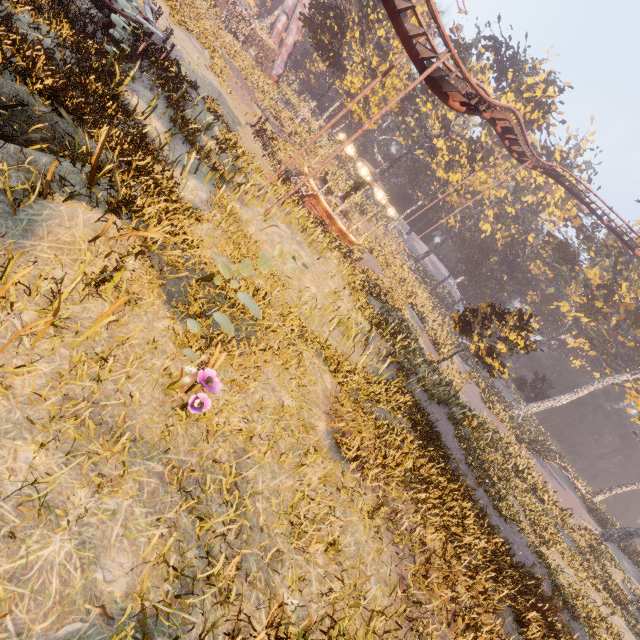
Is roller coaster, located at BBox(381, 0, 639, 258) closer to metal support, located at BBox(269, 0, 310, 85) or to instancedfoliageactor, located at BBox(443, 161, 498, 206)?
instancedfoliageactor, located at BBox(443, 161, 498, 206)

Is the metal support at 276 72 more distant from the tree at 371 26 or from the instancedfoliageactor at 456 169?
the instancedfoliageactor at 456 169

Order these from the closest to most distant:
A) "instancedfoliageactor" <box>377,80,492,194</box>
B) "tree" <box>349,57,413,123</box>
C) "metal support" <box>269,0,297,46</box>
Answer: "tree" <box>349,57,413,123</box> < "instancedfoliageactor" <box>377,80,492,194</box> < "metal support" <box>269,0,297,46</box>

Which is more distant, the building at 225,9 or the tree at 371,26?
the building at 225,9

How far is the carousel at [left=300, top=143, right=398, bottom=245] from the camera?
22.8 meters

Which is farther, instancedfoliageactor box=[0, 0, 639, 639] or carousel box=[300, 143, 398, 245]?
carousel box=[300, 143, 398, 245]

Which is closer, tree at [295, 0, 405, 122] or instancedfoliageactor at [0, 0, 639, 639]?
instancedfoliageactor at [0, 0, 639, 639]

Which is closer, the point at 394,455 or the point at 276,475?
the point at 276,475
